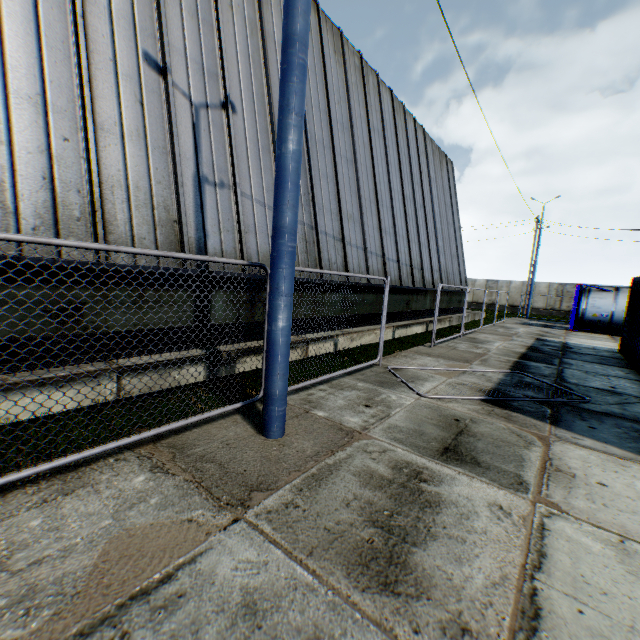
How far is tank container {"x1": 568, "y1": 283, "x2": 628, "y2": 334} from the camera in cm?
1866

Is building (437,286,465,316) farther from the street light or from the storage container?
the storage container

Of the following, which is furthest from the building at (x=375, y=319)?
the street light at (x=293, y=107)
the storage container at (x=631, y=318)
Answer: the storage container at (x=631, y=318)

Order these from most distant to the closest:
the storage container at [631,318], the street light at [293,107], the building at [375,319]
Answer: the storage container at [631,318], the building at [375,319], the street light at [293,107]

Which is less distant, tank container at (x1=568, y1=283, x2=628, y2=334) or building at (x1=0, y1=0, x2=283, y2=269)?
building at (x1=0, y1=0, x2=283, y2=269)

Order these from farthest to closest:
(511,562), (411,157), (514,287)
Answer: (514,287), (411,157), (511,562)

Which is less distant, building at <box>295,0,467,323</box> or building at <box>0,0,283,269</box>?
building at <box>0,0,283,269</box>

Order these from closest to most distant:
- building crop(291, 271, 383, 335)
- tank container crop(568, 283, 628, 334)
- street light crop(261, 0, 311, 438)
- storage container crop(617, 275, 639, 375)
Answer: street light crop(261, 0, 311, 438)
building crop(291, 271, 383, 335)
storage container crop(617, 275, 639, 375)
tank container crop(568, 283, 628, 334)
